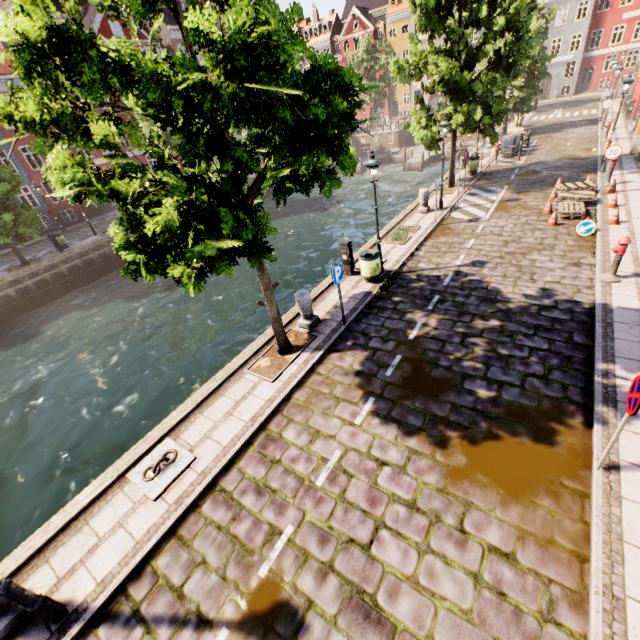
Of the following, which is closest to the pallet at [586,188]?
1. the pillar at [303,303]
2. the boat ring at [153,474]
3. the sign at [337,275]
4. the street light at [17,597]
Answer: the sign at [337,275]

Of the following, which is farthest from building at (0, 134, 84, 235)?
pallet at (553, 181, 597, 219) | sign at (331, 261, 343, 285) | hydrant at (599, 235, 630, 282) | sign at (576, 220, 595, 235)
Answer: hydrant at (599, 235, 630, 282)

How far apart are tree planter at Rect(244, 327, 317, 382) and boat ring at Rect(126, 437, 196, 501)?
2.28m

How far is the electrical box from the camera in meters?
11.2

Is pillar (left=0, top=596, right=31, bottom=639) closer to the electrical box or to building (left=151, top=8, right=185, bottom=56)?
the electrical box

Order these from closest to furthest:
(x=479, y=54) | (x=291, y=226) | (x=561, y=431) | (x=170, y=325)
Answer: (x=561, y=431)
(x=479, y=54)
(x=170, y=325)
(x=291, y=226)

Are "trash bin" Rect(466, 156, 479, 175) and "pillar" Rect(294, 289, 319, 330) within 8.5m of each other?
no

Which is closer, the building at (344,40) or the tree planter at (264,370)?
the tree planter at (264,370)
